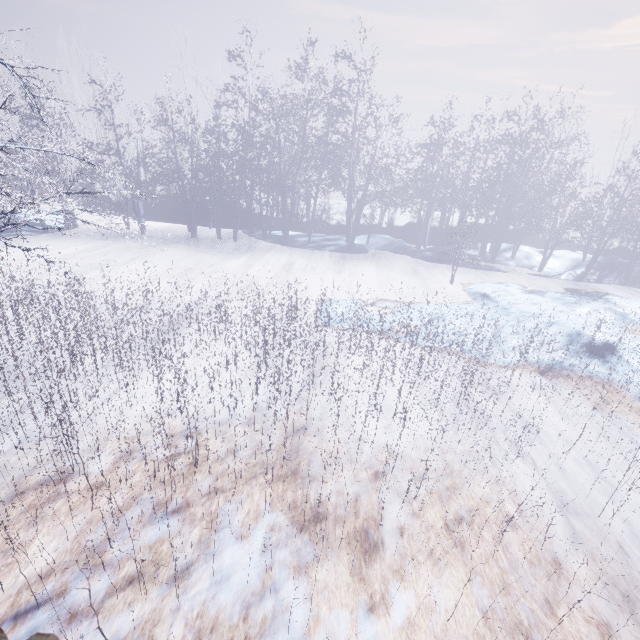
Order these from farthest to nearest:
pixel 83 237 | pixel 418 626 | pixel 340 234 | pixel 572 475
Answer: pixel 340 234
pixel 83 237
pixel 572 475
pixel 418 626
